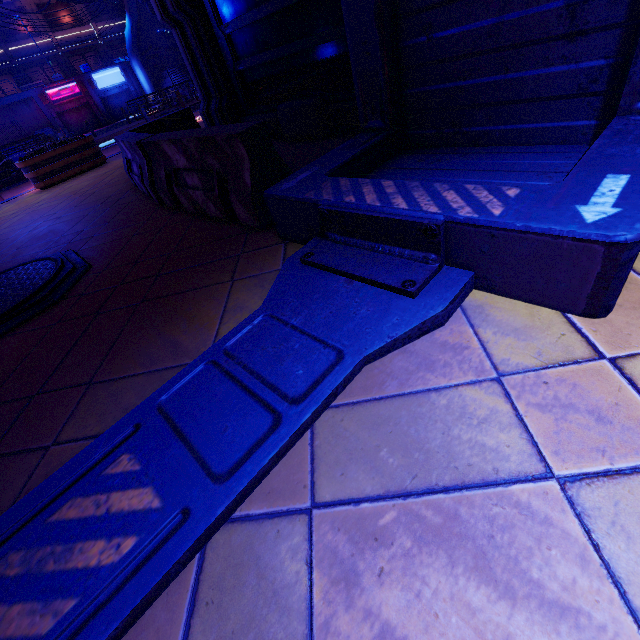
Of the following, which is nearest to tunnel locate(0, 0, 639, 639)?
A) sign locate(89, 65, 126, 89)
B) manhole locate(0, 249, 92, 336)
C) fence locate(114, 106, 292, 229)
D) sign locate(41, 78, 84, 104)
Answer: fence locate(114, 106, 292, 229)

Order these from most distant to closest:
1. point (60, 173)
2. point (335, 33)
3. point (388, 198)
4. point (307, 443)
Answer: point (60, 173), point (335, 33), point (388, 198), point (307, 443)

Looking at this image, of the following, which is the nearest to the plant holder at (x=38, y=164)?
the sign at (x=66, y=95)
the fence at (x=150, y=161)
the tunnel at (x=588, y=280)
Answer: the fence at (x=150, y=161)

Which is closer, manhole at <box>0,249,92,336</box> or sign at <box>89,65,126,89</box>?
manhole at <box>0,249,92,336</box>

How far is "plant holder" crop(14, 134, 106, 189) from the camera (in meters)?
9.41

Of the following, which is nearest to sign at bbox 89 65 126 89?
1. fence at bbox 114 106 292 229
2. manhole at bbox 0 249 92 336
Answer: fence at bbox 114 106 292 229

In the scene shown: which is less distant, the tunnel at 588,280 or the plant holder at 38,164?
the tunnel at 588,280

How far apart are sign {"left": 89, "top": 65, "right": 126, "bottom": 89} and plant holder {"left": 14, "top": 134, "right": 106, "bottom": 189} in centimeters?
3707cm
